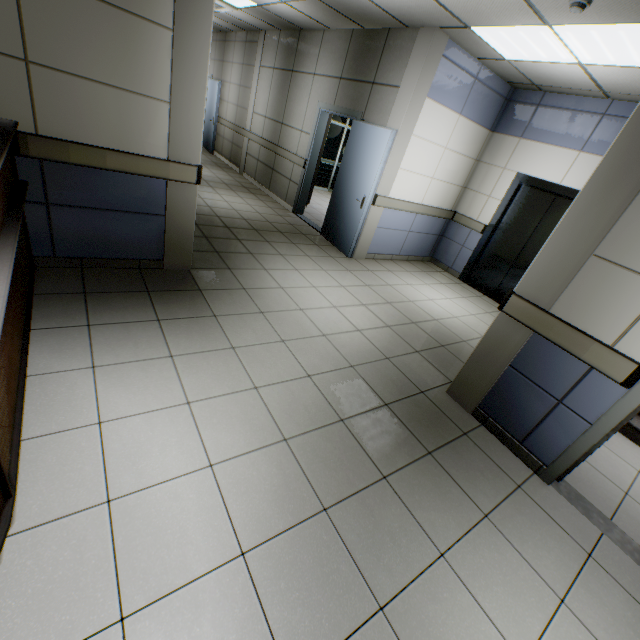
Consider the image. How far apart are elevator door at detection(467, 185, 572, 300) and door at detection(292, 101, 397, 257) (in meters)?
2.69

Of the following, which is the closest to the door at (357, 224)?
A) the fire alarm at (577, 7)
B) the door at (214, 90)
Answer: the fire alarm at (577, 7)

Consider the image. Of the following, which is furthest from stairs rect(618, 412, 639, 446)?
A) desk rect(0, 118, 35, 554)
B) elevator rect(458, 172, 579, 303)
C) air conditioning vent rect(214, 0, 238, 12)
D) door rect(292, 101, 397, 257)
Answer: air conditioning vent rect(214, 0, 238, 12)

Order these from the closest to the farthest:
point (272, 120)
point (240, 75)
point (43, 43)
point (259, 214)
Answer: point (43, 43) → point (259, 214) → point (272, 120) → point (240, 75)

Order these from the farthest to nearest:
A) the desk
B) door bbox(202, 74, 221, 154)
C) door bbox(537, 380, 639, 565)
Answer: door bbox(202, 74, 221, 154) → door bbox(537, 380, 639, 565) → the desk

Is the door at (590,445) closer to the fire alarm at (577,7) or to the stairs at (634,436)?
the stairs at (634,436)

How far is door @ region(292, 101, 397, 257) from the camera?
4.98m

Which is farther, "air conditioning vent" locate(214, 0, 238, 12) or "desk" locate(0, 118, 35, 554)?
"air conditioning vent" locate(214, 0, 238, 12)
